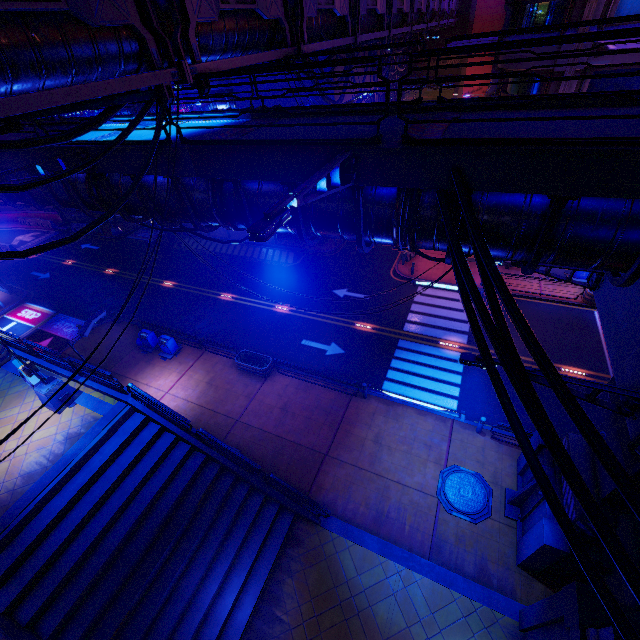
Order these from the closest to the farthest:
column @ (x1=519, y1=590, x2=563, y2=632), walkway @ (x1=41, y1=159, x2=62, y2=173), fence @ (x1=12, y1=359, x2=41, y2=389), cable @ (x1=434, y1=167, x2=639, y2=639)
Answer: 1. cable @ (x1=434, y1=167, x2=639, y2=639)
2. column @ (x1=519, y1=590, x2=563, y2=632)
3. walkway @ (x1=41, y1=159, x2=62, y2=173)
4. fence @ (x1=12, y1=359, x2=41, y2=389)

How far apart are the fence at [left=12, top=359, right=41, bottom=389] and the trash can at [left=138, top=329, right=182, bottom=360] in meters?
6.2

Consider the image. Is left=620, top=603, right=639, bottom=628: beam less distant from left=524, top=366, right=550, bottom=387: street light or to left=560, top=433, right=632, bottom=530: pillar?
left=560, top=433, right=632, bottom=530: pillar

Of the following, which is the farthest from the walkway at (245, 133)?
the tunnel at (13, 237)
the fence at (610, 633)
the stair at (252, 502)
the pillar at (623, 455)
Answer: the stair at (252, 502)

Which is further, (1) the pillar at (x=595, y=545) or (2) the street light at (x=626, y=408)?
(1) the pillar at (x=595, y=545)

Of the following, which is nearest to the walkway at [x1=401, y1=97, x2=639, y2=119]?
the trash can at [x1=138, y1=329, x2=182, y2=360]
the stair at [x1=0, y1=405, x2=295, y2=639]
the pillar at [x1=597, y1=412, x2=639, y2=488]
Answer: the pillar at [x1=597, y1=412, x2=639, y2=488]

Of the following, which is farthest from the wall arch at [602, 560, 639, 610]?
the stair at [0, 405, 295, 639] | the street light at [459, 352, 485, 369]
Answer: the stair at [0, 405, 295, 639]

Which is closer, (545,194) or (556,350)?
(545,194)
